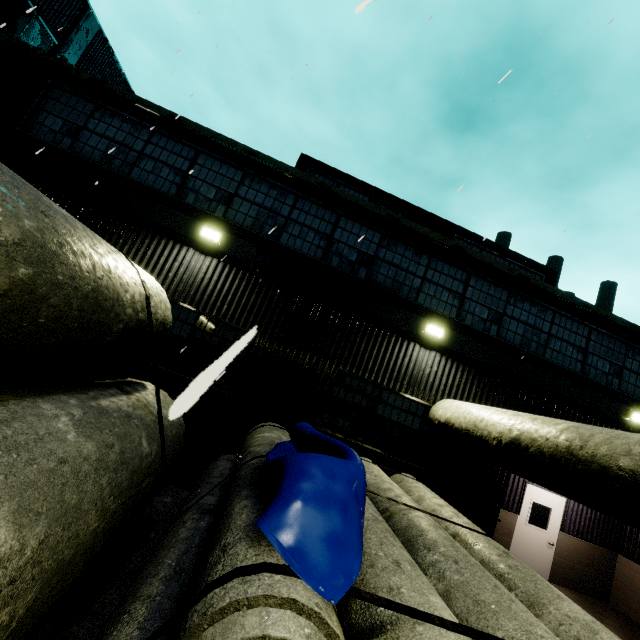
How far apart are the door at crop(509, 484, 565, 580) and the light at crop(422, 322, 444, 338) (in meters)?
6.06

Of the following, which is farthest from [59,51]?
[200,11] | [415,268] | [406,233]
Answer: [415,268]

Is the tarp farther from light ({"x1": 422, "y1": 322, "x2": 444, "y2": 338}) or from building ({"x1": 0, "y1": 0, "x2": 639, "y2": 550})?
light ({"x1": 422, "y1": 322, "x2": 444, "y2": 338})

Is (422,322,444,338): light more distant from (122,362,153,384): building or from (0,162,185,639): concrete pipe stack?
(0,162,185,639): concrete pipe stack

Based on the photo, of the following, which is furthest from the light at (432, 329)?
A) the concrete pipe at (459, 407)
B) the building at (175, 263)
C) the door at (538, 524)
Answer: the door at (538, 524)

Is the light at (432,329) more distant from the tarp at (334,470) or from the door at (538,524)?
the door at (538,524)

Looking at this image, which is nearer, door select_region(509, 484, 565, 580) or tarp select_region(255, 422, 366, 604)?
tarp select_region(255, 422, 366, 604)

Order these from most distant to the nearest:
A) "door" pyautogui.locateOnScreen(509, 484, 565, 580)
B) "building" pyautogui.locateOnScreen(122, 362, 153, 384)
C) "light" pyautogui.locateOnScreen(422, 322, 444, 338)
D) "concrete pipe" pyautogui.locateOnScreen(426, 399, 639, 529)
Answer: "door" pyautogui.locateOnScreen(509, 484, 565, 580) → "light" pyautogui.locateOnScreen(422, 322, 444, 338) → "building" pyautogui.locateOnScreen(122, 362, 153, 384) → "concrete pipe" pyautogui.locateOnScreen(426, 399, 639, 529)
